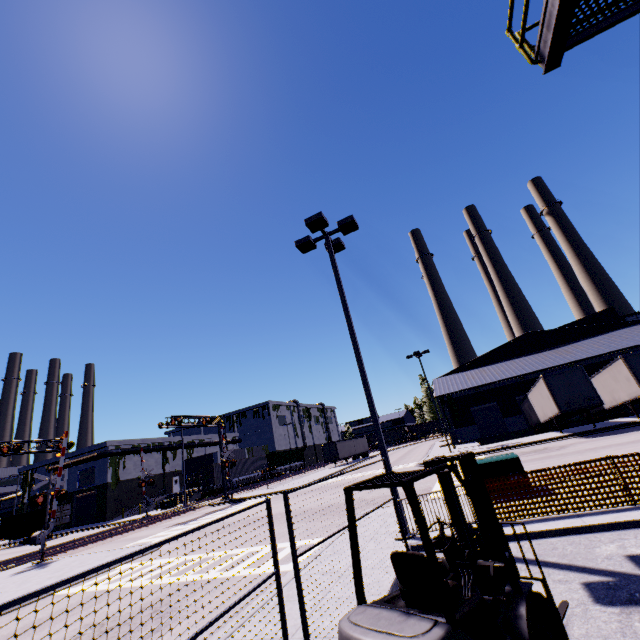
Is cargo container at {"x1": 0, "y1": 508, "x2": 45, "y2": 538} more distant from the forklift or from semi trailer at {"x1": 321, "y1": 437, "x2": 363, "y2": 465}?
the forklift

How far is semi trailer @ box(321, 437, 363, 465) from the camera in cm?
5041

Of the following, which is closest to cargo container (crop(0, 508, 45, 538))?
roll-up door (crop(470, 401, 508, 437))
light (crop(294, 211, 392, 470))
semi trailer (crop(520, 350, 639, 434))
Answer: semi trailer (crop(520, 350, 639, 434))

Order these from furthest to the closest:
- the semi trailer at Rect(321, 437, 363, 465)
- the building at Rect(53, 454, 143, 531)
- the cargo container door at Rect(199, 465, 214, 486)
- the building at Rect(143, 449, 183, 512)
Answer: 1. the semi trailer at Rect(321, 437, 363, 465)
2. the building at Rect(143, 449, 183, 512)
3. the building at Rect(53, 454, 143, 531)
4. the cargo container door at Rect(199, 465, 214, 486)

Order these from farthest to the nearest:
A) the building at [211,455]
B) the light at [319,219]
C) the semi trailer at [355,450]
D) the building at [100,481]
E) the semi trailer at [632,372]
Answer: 1. the semi trailer at [355,450]
2. the building at [211,455]
3. the building at [100,481]
4. the semi trailer at [632,372]
5. the light at [319,219]

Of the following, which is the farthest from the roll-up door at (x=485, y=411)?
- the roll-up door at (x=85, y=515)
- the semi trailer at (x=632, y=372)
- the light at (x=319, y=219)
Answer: the roll-up door at (x=85, y=515)

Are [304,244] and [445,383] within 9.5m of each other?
no

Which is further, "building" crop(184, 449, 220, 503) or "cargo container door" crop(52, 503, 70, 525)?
"building" crop(184, 449, 220, 503)
